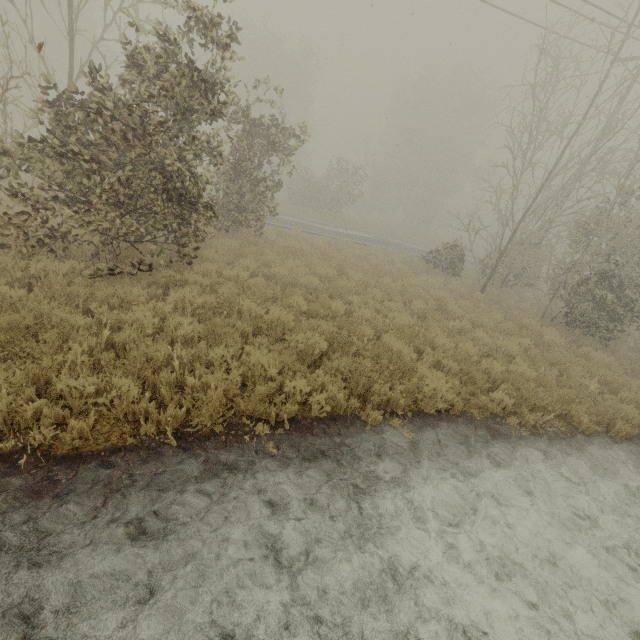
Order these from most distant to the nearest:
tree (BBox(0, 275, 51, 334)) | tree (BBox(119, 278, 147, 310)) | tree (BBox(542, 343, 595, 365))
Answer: tree (BBox(542, 343, 595, 365)), tree (BBox(119, 278, 147, 310)), tree (BBox(0, 275, 51, 334))

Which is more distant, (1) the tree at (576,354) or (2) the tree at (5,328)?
(1) the tree at (576,354)

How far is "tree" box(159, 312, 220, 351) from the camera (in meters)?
5.26

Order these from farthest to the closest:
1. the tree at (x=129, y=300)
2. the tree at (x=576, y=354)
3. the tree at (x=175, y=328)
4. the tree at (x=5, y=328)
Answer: the tree at (x=576, y=354)
the tree at (x=129, y=300)
the tree at (x=175, y=328)
the tree at (x=5, y=328)

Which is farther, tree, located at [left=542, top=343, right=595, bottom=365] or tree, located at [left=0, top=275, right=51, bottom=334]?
tree, located at [left=542, top=343, right=595, bottom=365]

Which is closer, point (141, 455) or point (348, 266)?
point (141, 455)

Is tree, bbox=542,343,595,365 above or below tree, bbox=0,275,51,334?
below

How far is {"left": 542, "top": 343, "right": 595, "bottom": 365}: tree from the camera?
8.9 meters
